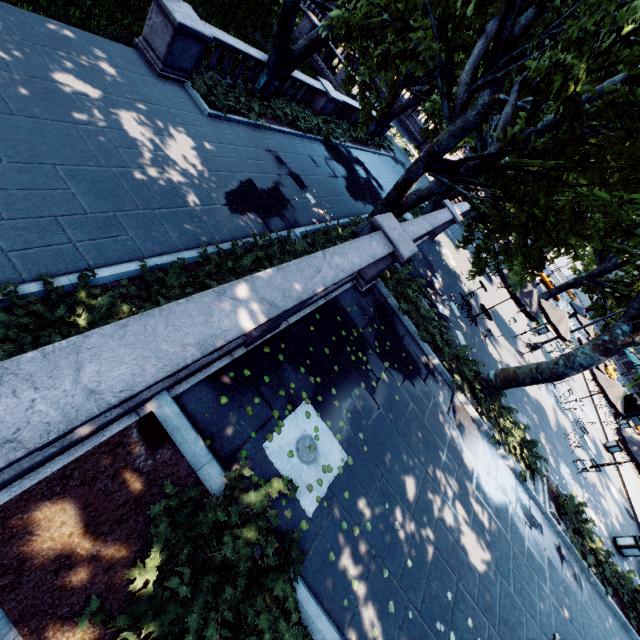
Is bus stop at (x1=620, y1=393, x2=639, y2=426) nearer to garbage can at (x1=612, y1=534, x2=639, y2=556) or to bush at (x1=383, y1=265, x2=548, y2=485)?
garbage can at (x1=612, y1=534, x2=639, y2=556)

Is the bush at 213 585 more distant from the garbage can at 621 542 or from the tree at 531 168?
the garbage can at 621 542

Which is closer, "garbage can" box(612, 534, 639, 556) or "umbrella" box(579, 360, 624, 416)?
→ "garbage can" box(612, 534, 639, 556)

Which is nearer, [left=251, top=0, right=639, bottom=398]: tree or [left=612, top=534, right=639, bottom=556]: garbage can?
[left=251, top=0, right=639, bottom=398]: tree

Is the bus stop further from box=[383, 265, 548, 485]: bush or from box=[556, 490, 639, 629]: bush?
box=[383, 265, 548, 485]: bush

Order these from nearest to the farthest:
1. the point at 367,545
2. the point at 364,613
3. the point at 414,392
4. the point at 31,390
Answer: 1. the point at 31,390
2. the point at 364,613
3. the point at 367,545
4. the point at 414,392

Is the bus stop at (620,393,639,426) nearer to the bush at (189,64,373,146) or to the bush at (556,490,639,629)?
the bush at (556,490,639,629)

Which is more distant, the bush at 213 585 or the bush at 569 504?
the bush at 569 504
